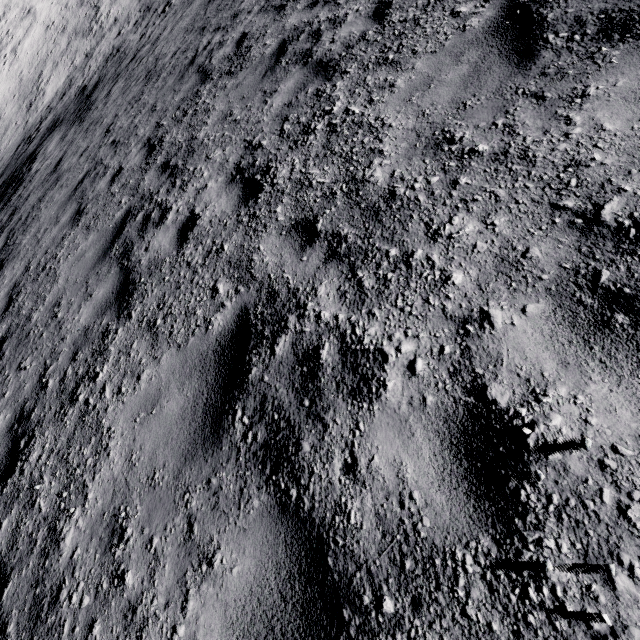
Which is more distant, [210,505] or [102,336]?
[102,336]
